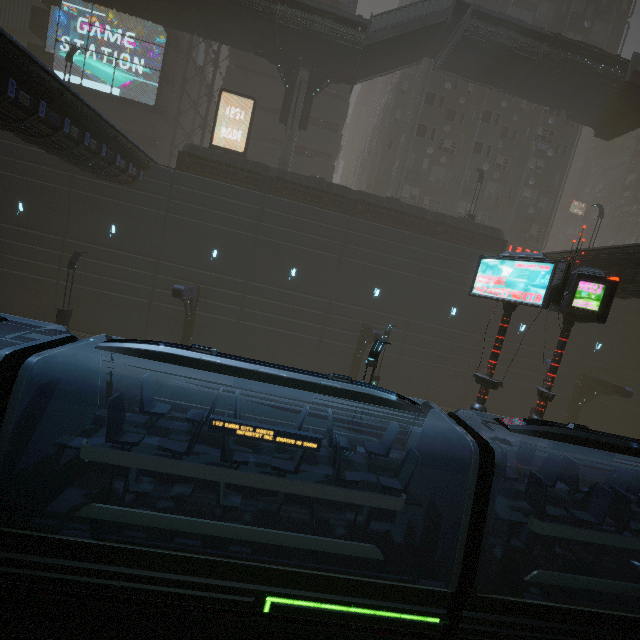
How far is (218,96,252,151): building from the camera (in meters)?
30.42

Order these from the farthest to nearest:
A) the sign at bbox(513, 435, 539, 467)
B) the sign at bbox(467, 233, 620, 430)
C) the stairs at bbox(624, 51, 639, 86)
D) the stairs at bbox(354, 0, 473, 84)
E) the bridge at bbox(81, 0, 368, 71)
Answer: the stairs at bbox(624, 51, 639, 86) < the stairs at bbox(354, 0, 473, 84) < the bridge at bbox(81, 0, 368, 71) < the sign at bbox(513, 435, 539, 467) < the sign at bbox(467, 233, 620, 430)

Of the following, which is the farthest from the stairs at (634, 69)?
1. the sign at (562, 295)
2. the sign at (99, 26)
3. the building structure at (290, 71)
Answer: the sign at (99, 26)

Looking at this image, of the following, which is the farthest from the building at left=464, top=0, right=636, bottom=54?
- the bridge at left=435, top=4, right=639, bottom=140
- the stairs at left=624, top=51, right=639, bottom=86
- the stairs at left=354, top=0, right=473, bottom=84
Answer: the stairs at left=624, top=51, right=639, bottom=86

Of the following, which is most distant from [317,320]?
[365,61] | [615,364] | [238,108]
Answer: [615,364]

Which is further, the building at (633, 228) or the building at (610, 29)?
the building at (633, 228)

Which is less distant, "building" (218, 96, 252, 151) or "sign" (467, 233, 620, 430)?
"sign" (467, 233, 620, 430)

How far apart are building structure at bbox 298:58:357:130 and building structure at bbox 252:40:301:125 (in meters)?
0.68
